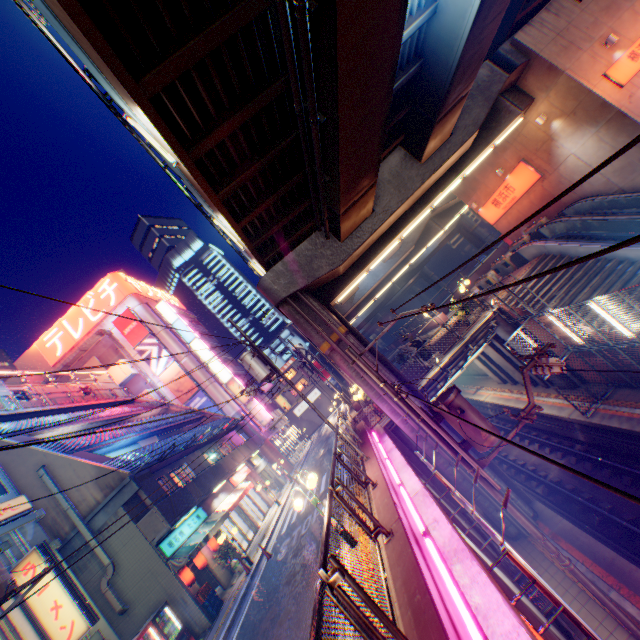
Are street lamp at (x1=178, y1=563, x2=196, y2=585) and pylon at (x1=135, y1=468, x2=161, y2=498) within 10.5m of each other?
yes

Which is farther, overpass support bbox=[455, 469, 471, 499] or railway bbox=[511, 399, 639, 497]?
overpass support bbox=[455, 469, 471, 499]

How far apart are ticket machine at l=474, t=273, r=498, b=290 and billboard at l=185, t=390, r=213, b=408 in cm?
2825

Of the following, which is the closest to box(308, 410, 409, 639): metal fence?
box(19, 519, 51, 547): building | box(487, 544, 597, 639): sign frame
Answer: box(487, 544, 597, 639): sign frame

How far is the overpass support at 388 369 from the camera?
14.40m

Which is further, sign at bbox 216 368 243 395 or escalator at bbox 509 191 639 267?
sign at bbox 216 368 243 395

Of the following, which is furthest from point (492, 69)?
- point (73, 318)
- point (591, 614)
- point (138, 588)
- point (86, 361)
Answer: point (73, 318)

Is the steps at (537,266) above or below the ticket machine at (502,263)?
below
